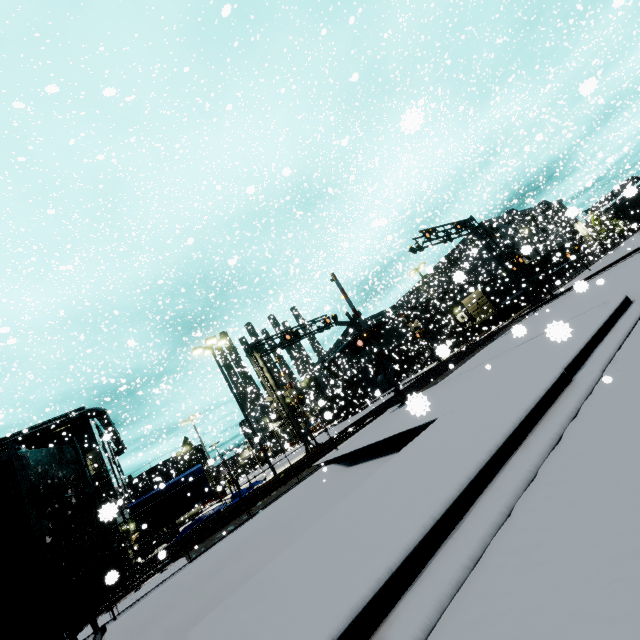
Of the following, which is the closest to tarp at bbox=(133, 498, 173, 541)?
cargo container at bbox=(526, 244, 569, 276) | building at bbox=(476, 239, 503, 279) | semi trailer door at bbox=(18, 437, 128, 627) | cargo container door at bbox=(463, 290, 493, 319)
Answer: building at bbox=(476, 239, 503, 279)

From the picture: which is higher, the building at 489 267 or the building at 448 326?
the building at 489 267

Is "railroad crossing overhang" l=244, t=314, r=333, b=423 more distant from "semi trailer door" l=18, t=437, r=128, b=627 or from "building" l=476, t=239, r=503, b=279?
"semi trailer door" l=18, t=437, r=128, b=627

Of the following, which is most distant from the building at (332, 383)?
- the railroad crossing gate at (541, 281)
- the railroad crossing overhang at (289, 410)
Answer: the railroad crossing overhang at (289, 410)

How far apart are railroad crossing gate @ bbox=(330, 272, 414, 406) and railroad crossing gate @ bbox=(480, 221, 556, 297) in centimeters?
1363cm

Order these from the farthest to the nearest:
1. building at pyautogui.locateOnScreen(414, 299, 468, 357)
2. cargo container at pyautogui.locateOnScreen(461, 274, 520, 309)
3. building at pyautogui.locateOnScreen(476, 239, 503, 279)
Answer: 1. building at pyautogui.locateOnScreen(476, 239, 503, 279)
2. cargo container at pyautogui.locateOnScreen(461, 274, 520, 309)
3. building at pyautogui.locateOnScreen(414, 299, 468, 357)

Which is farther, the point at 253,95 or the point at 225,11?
the point at 253,95

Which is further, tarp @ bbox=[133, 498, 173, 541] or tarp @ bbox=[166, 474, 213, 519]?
tarp @ bbox=[166, 474, 213, 519]
